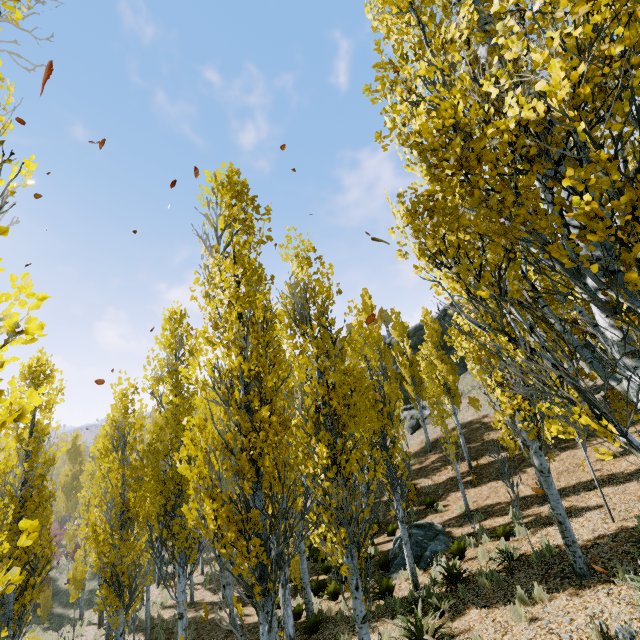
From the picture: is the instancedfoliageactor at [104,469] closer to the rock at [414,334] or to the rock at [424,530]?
the rock at [424,530]

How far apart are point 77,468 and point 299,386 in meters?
45.3 m

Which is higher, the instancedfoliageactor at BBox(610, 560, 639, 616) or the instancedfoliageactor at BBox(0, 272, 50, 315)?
the instancedfoliageactor at BBox(0, 272, 50, 315)

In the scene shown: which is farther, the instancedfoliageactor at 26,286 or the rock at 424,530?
the rock at 424,530

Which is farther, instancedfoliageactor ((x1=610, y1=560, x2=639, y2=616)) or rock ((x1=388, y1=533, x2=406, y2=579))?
rock ((x1=388, y1=533, x2=406, y2=579))

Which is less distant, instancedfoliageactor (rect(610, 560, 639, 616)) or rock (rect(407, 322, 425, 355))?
instancedfoliageactor (rect(610, 560, 639, 616))

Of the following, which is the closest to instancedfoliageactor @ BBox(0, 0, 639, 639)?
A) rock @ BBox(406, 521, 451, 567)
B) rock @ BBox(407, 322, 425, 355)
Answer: rock @ BBox(406, 521, 451, 567)
